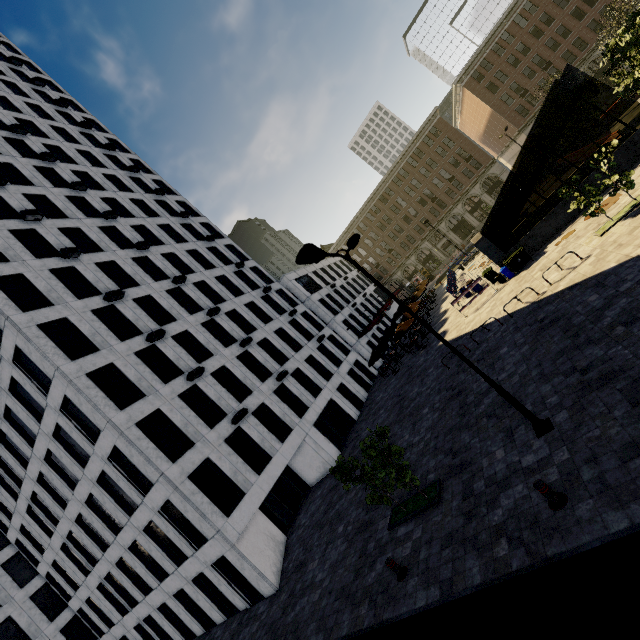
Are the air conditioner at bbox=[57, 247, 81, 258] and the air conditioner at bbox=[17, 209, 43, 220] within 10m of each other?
yes

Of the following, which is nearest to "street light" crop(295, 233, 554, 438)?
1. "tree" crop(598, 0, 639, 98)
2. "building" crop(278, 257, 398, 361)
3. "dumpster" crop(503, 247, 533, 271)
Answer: "tree" crop(598, 0, 639, 98)

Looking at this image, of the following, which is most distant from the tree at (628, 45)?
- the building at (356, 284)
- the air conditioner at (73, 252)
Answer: the building at (356, 284)

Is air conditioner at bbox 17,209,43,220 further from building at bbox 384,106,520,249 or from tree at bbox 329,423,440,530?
building at bbox 384,106,520,249

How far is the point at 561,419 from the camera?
8.7m

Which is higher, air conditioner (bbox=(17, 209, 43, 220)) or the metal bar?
air conditioner (bbox=(17, 209, 43, 220))

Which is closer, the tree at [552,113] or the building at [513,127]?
the tree at [552,113]

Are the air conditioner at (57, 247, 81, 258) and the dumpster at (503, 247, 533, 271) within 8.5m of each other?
no
